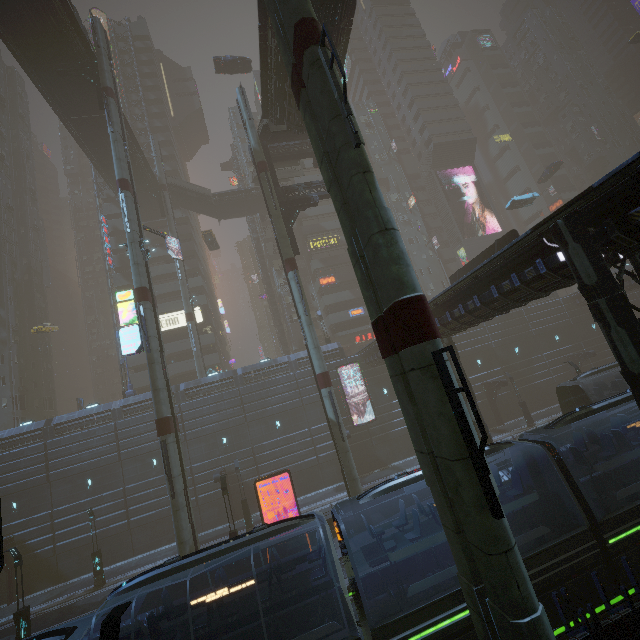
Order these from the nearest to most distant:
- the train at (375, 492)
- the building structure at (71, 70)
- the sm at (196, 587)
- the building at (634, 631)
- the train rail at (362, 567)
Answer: the building at (634, 631) → the train at (375, 492) → the train rail at (362, 567) → the sm at (196, 587) → the building structure at (71, 70)

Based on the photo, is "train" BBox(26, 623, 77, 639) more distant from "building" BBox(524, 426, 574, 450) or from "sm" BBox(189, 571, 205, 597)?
"sm" BBox(189, 571, 205, 597)

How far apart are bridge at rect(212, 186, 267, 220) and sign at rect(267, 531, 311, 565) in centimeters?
4101cm

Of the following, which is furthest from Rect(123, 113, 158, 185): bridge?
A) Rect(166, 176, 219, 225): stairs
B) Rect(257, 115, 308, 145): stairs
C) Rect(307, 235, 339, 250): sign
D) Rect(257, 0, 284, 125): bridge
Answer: Rect(307, 235, 339, 250): sign

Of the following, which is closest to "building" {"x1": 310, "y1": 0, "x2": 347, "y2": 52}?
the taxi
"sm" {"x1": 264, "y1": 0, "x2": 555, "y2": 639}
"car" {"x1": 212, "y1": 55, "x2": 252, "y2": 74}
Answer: "sm" {"x1": 264, "y1": 0, "x2": 555, "y2": 639}

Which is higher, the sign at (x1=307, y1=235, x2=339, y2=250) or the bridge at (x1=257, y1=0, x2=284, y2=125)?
the sign at (x1=307, y1=235, x2=339, y2=250)

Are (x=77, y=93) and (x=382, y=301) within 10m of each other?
no

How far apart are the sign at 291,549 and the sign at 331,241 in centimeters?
3776cm
